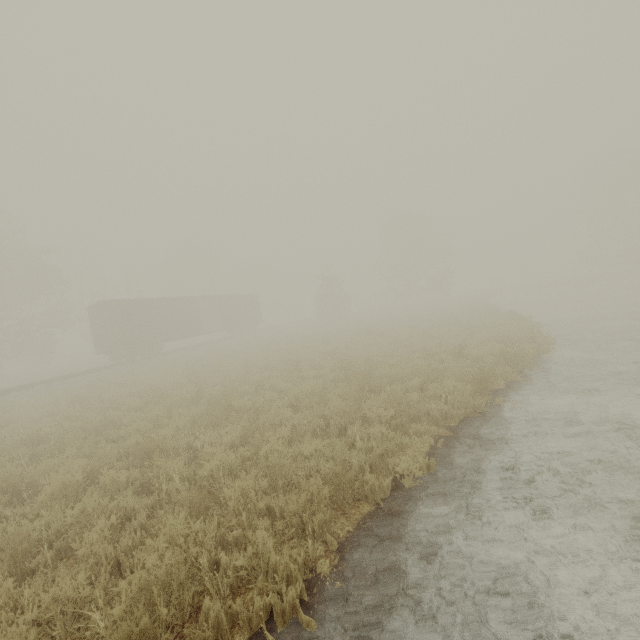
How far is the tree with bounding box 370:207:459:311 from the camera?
44.6 meters

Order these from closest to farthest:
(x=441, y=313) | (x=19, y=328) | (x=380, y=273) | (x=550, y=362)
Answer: (x=550, y=362), (x=441, y=313), (x=19, y=328), (x=380, y=273)

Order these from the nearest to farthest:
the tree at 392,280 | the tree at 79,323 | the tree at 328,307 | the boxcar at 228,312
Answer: the boxcar at 228,312 → the tree at 79,323 → the tree at 328,307 → the tree at 392,280

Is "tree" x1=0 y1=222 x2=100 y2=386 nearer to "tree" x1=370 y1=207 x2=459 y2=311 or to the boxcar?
the boxcar

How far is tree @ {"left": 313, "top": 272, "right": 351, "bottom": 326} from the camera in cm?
3884

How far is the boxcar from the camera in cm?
2348

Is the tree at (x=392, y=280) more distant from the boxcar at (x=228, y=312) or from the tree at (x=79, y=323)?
the boxcar at (x=228, y=312)
